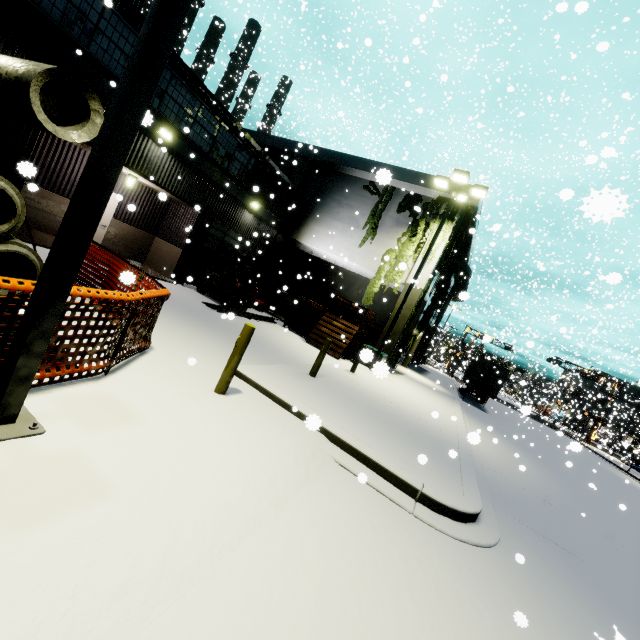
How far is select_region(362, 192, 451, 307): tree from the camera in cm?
1714

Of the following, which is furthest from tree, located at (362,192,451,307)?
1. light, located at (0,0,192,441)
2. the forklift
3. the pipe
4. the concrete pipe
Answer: the forklift

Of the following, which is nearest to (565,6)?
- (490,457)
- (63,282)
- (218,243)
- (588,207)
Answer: (588,207)

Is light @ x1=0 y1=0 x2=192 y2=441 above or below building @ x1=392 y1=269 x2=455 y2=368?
below

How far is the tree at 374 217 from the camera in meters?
18.8 m

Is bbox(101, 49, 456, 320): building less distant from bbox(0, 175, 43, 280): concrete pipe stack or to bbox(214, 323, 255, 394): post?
bbox(0, 175, 43, 280): concrete pipe stack

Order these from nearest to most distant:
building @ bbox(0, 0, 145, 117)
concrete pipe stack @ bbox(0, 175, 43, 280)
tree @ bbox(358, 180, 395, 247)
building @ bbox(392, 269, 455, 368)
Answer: concrete pipe stack @ bbox(0, 175, 43, 280) < building @ bbox(0, 0, 145, 117) < tree @ bbox(358, 180, 395, 247) < building @ bbox(392, 269, 455, 368)

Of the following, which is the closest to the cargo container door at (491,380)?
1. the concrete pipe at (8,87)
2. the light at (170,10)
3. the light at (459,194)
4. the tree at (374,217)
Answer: the tree at (374,217)
